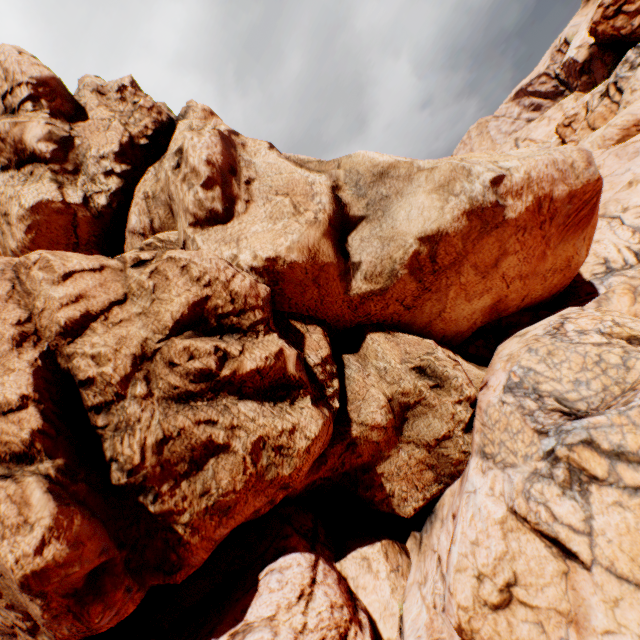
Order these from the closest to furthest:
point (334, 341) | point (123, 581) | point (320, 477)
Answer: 1. point (123, 581)
2. point (334, 341)
3. point (320, 477)
